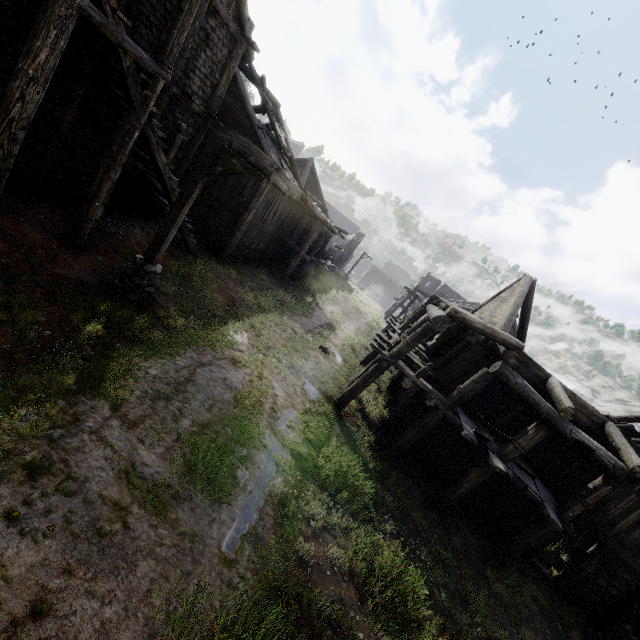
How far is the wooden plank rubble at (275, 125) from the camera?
15.5m

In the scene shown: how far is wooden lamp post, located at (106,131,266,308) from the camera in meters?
7.4

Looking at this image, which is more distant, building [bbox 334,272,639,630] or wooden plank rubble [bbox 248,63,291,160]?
wooden plank rubble [bbox 248,63,291,160]

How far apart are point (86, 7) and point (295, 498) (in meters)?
10.01

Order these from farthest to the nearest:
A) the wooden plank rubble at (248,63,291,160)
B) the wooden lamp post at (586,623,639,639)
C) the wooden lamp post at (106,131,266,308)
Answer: the wooden plank rubble at (248,63,291,160) < the wooden lamp post at (586,623,639,639) < the wooden lamp post at (106,131,266,308)

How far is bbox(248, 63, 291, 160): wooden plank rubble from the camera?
15.48m

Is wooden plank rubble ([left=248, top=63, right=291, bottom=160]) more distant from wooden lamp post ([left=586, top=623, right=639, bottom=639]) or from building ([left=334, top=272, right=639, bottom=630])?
wooden lamp post ([left=586, top=623, right=639, bottom=639])

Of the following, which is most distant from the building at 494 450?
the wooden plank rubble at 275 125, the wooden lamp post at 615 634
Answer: the wooden lamp post at 615 634
